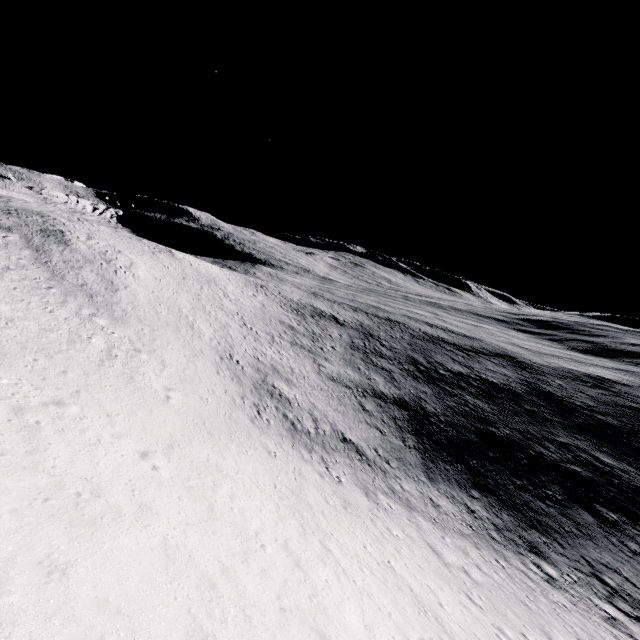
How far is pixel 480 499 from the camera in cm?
3120
